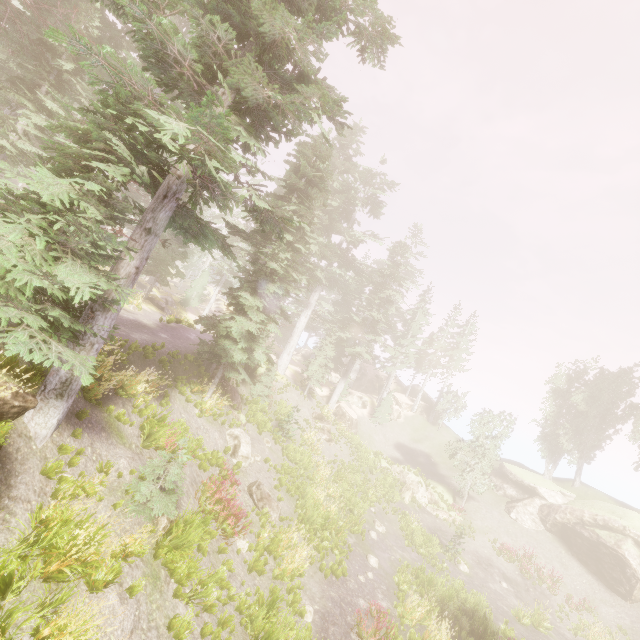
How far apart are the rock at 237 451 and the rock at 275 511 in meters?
0.8 m

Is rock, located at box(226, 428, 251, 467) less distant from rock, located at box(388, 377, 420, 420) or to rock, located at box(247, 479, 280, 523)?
rock, located at box(247, 479, 280, 523)

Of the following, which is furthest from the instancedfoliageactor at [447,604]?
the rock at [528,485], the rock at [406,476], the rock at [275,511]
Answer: the rock at [275,511]

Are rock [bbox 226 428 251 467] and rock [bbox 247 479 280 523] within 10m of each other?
yes

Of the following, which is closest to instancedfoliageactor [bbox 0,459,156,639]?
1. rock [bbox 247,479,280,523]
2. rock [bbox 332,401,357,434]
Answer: rock [bbox 332,401,357,434]

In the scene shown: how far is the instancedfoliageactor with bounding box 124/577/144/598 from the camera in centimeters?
635cm

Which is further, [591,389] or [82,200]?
[591,389]

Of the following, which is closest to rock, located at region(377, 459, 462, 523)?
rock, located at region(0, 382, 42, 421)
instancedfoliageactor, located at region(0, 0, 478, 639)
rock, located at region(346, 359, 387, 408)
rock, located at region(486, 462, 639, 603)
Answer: instancedfoliageactor, located at region(0, 0, 478, 639)
